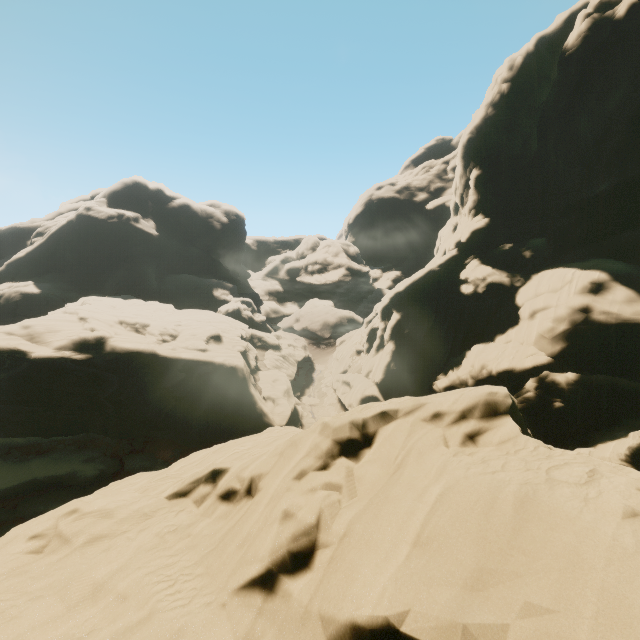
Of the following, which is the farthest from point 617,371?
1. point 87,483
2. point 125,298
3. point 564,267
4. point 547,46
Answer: point 125,298
